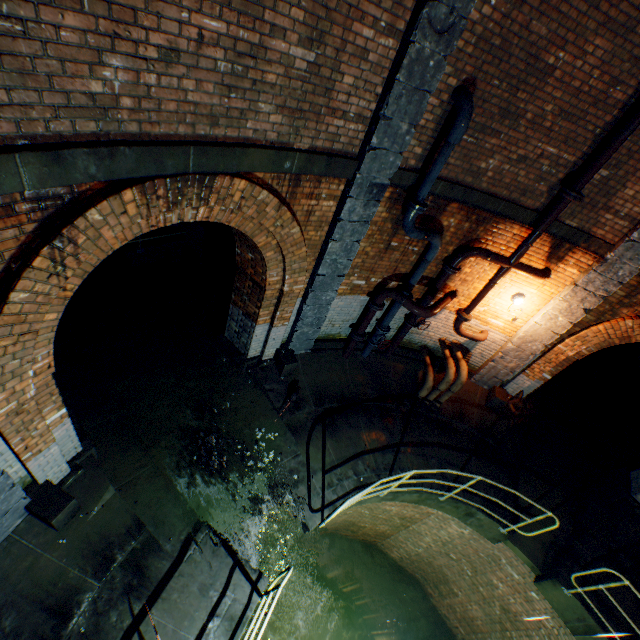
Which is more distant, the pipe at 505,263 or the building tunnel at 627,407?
the building tunnel at 627,407

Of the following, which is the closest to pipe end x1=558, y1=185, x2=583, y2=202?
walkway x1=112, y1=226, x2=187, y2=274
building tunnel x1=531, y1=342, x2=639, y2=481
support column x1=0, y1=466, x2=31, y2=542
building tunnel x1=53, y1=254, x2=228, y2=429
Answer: building tunnel x1=531, y1=342, x2=639, y2=481

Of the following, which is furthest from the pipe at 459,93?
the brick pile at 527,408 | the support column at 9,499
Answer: the brick pile at 527,408

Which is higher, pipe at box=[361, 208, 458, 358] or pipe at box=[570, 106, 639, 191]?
pipe at box=[570, 106, 639, 191]

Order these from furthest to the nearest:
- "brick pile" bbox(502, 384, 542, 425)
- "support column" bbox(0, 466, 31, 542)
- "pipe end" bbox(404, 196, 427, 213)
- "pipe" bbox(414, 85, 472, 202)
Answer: "brick pile" bbox(502, 384, 542, 425), "pipe end" bbox(404, 196, 427, 213), "pipe" bbox(414, 85, 472, 202), "support column" bbox(0, 466, 31, 542)

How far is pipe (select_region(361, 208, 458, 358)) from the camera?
5.68m

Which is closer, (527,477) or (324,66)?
(324,66)

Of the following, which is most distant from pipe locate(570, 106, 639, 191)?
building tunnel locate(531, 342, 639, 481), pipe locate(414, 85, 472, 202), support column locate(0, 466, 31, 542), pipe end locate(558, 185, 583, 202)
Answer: support column locate(0, 466, 31, 542)
